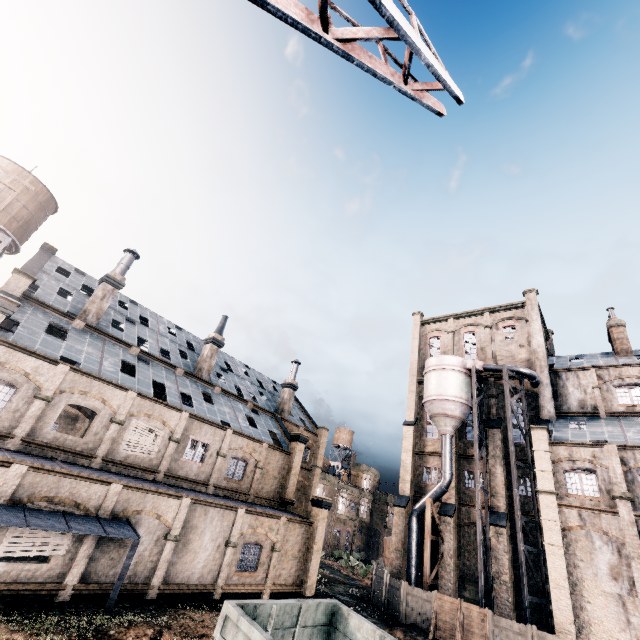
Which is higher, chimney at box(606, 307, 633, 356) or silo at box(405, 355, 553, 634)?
chimney at box(606, 307, 633, 356)

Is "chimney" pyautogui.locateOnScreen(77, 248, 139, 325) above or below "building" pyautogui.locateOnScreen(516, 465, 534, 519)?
above

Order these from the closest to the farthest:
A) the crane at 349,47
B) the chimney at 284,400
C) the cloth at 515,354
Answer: the crane at 349,47 → the cloth at 515,354 → the chimney at 284,400

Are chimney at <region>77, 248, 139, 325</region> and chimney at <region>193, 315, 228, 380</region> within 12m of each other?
yes

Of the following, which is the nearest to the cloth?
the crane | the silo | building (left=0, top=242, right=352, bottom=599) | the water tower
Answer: the silo

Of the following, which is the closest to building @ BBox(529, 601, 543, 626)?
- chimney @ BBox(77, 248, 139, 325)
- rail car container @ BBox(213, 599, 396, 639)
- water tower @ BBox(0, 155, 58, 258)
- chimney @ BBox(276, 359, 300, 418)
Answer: chimney @ BBox(276, 359, 300, 418)

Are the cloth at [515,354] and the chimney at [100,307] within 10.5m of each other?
no

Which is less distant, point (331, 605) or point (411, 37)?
point (411, 37)
